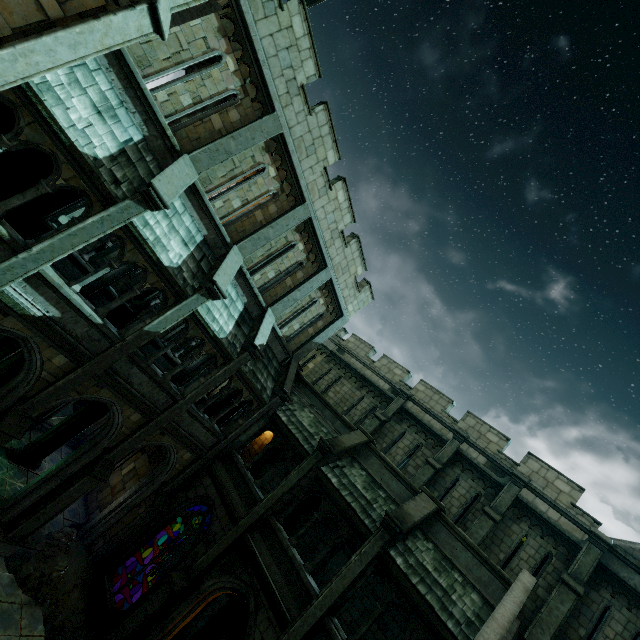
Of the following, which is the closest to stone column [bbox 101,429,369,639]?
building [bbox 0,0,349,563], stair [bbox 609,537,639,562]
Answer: building [bbox 0,0,349,563]

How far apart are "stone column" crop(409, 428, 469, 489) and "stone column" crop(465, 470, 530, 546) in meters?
2.1 m

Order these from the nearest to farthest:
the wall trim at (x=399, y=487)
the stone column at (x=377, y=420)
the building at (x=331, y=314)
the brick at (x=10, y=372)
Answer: the building at (x=331, y=314) → the brick at (x=10, y=372) → the wall trim at (x=399, y=487) → the stone column at (x=377, y=420)

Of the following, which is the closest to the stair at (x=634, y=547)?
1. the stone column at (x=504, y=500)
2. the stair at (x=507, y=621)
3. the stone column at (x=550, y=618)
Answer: the stone column at (x=550, y=618)

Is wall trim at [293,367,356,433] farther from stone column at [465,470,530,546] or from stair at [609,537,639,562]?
stair at [609,537,639,562]

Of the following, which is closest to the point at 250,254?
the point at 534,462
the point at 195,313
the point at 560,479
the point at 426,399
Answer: the point at 195,313

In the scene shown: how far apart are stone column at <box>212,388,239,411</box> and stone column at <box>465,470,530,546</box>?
13.6 meters

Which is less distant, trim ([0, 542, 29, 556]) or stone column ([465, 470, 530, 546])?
trim ([0, 542, 29, 556])
